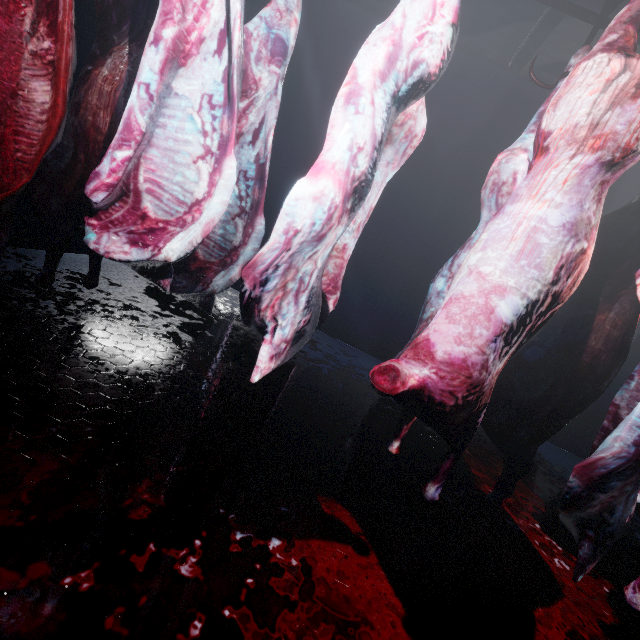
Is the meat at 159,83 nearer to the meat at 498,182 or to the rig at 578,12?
the rig at 578,12

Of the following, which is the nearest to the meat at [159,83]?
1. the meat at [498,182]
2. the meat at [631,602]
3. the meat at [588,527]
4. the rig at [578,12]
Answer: the rig at [578,12]

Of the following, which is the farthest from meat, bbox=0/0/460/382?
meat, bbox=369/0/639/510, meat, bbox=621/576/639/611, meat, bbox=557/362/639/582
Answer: meat, bbox=621/576/639/611

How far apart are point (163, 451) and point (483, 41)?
5.60m

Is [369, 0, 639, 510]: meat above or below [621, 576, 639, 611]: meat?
above

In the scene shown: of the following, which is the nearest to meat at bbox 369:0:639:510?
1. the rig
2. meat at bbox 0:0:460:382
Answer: the rig

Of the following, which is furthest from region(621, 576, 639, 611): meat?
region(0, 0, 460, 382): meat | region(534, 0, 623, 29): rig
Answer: region(0, 0, 460, 382): meat

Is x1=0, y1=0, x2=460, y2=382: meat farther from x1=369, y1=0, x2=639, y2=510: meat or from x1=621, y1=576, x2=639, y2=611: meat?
x1=621, y1=576, x2=639, y2=611: meat
